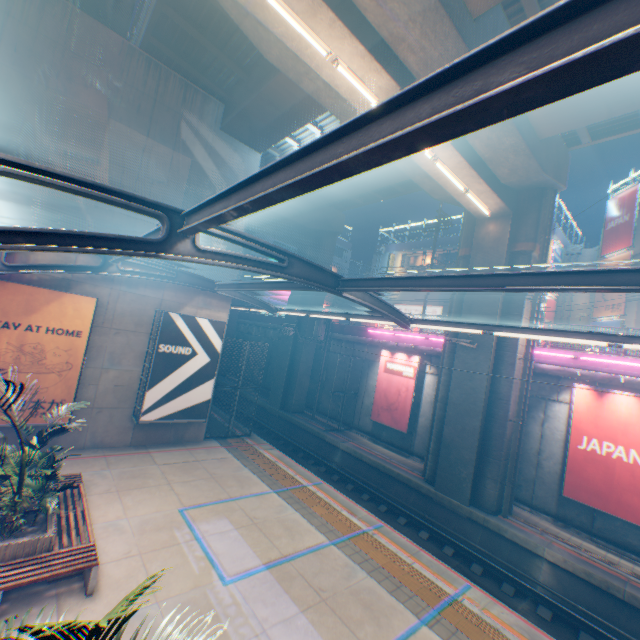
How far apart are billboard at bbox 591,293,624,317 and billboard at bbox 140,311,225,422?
24.83m

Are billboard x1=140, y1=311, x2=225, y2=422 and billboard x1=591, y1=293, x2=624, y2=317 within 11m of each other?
no

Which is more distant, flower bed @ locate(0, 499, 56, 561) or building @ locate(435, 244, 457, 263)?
building @ locate(435, 244, 457, 263)

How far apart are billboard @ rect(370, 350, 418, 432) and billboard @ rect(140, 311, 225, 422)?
10.12m

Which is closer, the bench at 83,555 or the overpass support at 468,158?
the bench at 83,555

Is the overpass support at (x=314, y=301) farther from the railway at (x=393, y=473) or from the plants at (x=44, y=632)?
the plants at (x=44, y=632)

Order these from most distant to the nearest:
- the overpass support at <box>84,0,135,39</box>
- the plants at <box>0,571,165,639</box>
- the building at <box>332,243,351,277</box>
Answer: the building at <box>332,243,351,277</box>
the overpass support at <box>84,0,135,39</box>
the plants at <box>0,571,165,639</box>

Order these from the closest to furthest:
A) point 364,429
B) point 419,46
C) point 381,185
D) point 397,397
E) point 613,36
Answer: point 613,36 < point 419,46 < point 381,185 < point 397,397 < point 364,429
